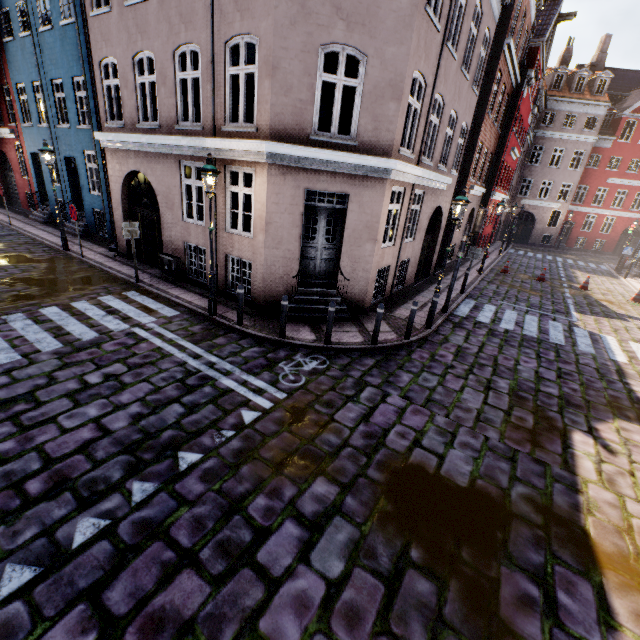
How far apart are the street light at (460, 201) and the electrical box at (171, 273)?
8.38m

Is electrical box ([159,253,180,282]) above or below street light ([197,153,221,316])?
below

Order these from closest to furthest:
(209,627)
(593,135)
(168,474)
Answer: (209,627) < (168,474) < (593,135)

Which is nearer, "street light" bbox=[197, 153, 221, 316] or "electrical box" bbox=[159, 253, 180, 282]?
"street light" bbox=[197, 153, 221, 316]

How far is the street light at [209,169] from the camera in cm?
729

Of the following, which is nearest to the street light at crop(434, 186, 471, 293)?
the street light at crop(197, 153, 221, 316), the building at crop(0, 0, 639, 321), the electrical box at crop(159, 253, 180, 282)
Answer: the building at crop(0, 0, 639, 321)

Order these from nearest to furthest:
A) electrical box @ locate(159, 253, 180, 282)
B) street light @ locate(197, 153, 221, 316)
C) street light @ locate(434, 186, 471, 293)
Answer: street light @ locate(197, 153, 221, 316) → street light @ locate(434, 186, 471, 293) → electrical box @ locate(159, 253, 180, 282)
